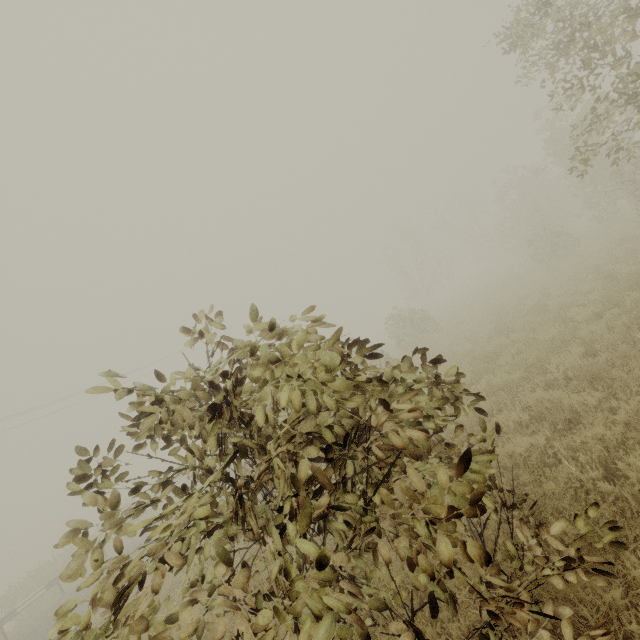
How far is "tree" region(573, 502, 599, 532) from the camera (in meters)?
2.40

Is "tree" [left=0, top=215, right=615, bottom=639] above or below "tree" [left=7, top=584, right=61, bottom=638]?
above

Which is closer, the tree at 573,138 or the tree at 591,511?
the tree at 591,511

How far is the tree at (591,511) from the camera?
2.4m

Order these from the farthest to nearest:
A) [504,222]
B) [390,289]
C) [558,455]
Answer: [390,289]
[504,222]
[558,455]

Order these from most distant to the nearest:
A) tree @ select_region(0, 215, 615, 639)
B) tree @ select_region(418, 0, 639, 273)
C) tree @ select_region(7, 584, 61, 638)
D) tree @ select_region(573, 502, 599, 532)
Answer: tree @ select_region(7, 584, 61, 638) → tree @ select_region(418, 0, 639, 273) → tree @ select_region(573, 502, 599, 532) → tree @ select_region(0, 215, 615, 639)
